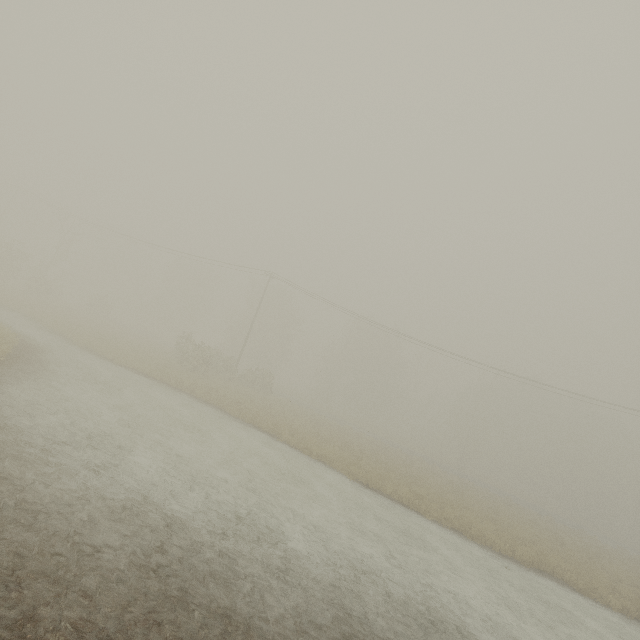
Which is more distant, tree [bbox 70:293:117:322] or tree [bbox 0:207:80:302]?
tree [bbox 70:293:117:322]

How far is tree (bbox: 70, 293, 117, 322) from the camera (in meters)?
41.31

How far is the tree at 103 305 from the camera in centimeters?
4131cm

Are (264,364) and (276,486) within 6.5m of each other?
no

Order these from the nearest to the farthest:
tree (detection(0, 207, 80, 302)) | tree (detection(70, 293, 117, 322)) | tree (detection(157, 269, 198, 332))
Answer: tree (detection(0, 207, 80, 302)), tree (detection(70, 293, 117, 322)), tree (detection(157, 269, 198, 332))
